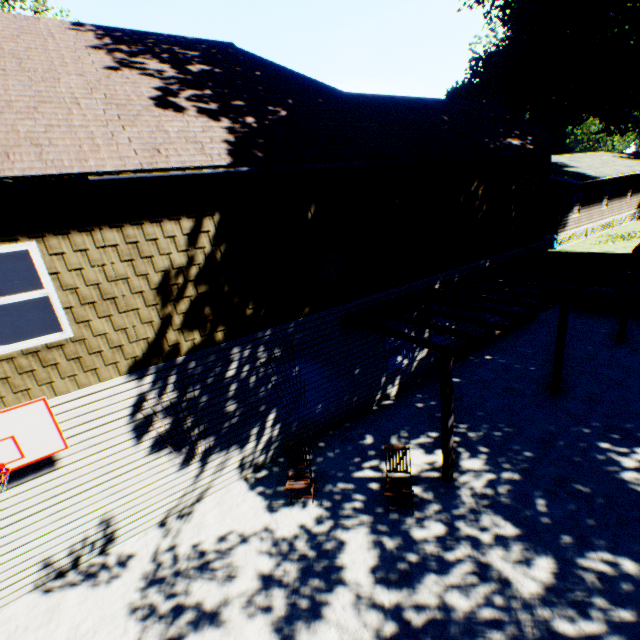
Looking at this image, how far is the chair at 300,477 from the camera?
6.8m

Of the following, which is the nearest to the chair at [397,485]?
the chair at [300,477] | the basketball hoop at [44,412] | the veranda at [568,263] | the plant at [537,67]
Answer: the veranda at [568,263]

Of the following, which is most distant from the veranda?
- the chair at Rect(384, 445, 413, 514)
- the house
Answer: the house

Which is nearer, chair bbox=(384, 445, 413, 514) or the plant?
chair bbox=(384, 445, 413, 514)

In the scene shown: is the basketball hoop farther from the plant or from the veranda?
the plant

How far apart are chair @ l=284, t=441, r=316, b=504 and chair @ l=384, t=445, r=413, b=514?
1.5 meters

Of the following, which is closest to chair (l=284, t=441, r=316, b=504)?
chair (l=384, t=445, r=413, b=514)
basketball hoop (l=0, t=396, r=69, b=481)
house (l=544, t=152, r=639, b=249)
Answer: chair (l=384, t=445, r=413, b=514)

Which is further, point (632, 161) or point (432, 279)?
point (632, 161)
